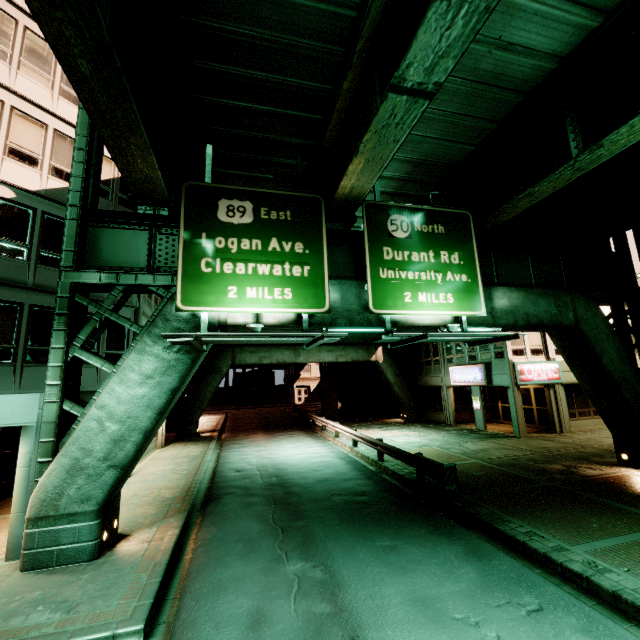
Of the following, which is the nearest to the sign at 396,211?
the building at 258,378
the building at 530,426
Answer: the building at 530,426

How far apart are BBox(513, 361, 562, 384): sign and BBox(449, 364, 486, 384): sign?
1.7m

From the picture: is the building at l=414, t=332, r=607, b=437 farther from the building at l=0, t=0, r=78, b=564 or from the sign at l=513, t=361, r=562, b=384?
the building at l=0, t=0, r=78, b=564

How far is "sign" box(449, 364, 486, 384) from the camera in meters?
21.6 m

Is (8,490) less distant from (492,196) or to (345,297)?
(345,297)

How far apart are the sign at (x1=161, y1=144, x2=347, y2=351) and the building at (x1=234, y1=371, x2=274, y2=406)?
49.57m

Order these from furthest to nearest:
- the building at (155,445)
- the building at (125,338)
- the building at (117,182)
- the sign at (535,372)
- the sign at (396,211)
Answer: the sign at (535,372) < the building at (155,445) < the building at (117,182) < the building at (125,338) < the sign at (396,211)

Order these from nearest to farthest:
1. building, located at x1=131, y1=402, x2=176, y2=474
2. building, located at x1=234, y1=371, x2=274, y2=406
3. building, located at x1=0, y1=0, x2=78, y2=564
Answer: building, located at x1=0, y1=0, x2=78, y2=564, building, located at x1=131, y1=402, x2=176, y2=474, building, located at x1=234, y1=371, x2=274, y2=406
